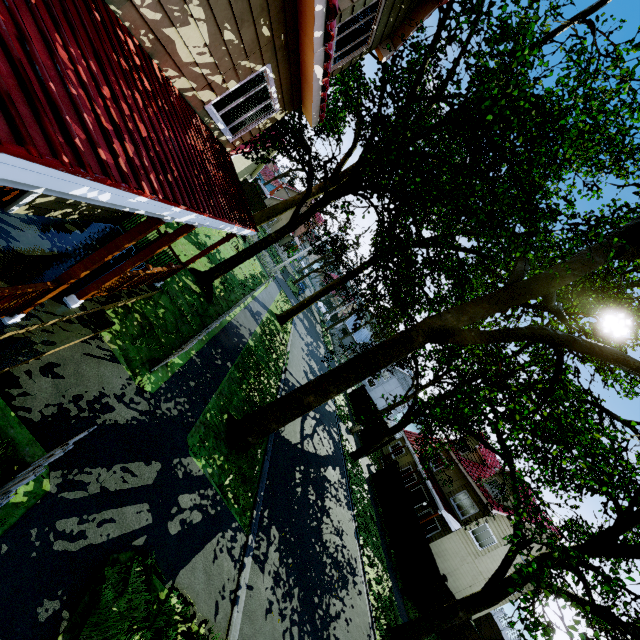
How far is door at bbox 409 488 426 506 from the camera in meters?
25.7 m

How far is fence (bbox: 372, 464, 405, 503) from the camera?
21.44m

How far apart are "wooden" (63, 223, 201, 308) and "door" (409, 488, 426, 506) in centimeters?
2761cm

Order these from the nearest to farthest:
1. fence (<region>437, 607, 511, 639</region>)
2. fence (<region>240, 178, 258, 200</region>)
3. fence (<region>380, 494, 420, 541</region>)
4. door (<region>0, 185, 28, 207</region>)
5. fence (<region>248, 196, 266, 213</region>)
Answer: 1. door (<region>0, 185, 28, 207</region>)
2. fence (<region>437, 607, 511, 639</region>)
3. fence (<region>380, 494, 420, 541</region>)
4. fence (<region>240, 178, 258, 200</region>)
5. fence (<region>248, 196, 266, 213</region>)

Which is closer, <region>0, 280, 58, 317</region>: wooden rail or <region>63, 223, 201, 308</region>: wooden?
<region>0, 280, 58, 317</region>: wooden rail

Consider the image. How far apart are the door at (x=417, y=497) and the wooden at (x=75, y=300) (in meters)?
27.61

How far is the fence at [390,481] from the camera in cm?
2144

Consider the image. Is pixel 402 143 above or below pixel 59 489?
above
